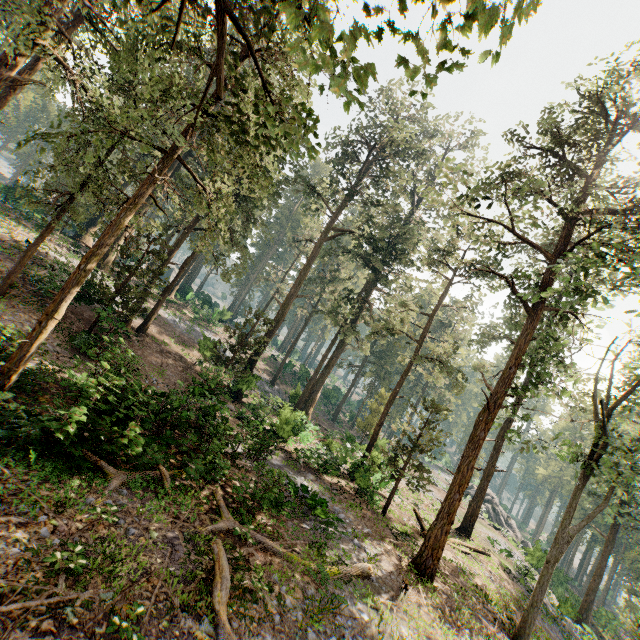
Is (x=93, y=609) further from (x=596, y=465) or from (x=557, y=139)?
(x=557, y=139)

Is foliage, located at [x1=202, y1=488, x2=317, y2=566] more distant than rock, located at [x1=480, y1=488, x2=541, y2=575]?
No

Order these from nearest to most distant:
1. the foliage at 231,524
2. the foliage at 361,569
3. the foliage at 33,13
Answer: the foliage at 33,13, the foliage at 231,524, the foliage at 361,569

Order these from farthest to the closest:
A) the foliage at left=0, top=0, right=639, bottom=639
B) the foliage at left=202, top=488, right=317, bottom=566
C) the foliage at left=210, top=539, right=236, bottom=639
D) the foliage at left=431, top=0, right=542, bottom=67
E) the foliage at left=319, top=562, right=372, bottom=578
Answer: the foliage at left=319, top=562, right=372, bottom=578, the foliage at left=202, top=488, right=317, bottom=566, the foliage at left=0, top=0, right=639, bottom=639, the foliage at left=210, top=539, right=236, bottom=639, the foliage at left=431, top=0, right=542, bottom=67

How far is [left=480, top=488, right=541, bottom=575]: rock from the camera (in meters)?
24.86

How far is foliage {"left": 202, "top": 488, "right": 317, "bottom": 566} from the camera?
9.8m

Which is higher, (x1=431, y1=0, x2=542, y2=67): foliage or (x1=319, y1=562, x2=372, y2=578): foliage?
(x1=431, y1=0, x2=542, y2=67): foliage

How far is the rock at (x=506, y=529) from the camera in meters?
24.9
